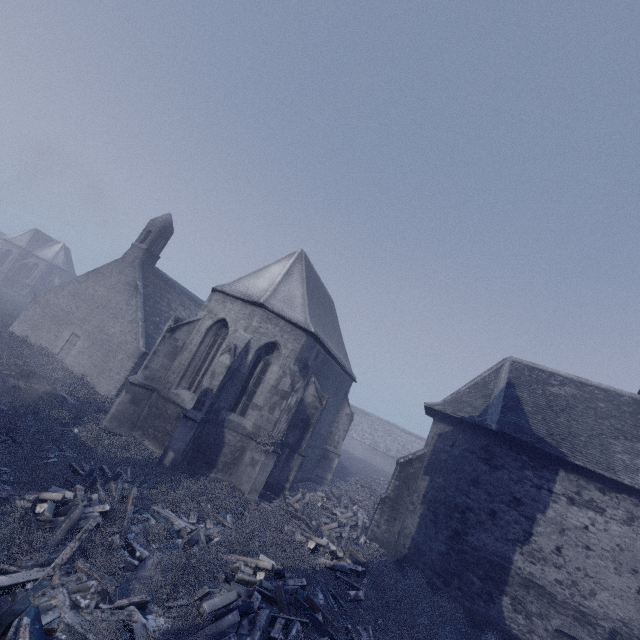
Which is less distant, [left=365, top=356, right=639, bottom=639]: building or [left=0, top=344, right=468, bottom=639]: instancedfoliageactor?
[left=0, top=344, right=468, bottom=639]: instancedfoliageactor

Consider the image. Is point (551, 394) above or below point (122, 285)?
above

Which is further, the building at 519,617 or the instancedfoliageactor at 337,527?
the building at 519,617

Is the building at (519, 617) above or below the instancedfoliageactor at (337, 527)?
above

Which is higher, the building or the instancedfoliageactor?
the building
